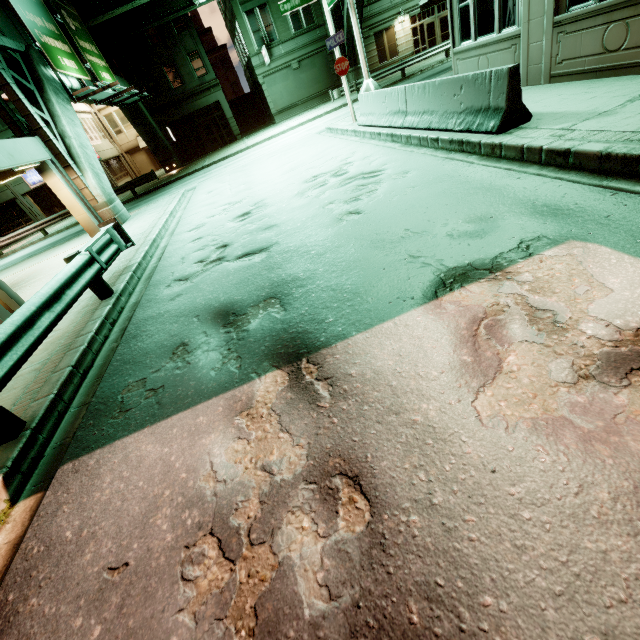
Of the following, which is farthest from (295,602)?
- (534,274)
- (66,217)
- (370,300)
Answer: (66,217)

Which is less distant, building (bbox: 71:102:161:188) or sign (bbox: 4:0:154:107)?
sign (bbox: 4:0:154:107)

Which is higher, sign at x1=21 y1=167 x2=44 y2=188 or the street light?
sign at x1=21 y1=167 x2=44 y2=188

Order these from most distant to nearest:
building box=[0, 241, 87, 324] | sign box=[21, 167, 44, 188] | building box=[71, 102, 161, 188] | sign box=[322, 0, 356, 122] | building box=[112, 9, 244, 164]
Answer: building box=[71, 102, 161, 188] < sign box=[21, 167, 44, 188] < building box=[112, 9, 244, 164] < sign box=[322, 0, 356, 122] < building box=[0, 241, 87, 324]

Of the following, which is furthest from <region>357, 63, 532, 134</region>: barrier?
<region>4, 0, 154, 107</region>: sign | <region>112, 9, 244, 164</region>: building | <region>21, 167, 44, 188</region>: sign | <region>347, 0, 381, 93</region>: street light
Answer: <region>21, 167, 44, 188</region>: sign

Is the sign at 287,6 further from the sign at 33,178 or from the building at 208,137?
the sign at 33,178

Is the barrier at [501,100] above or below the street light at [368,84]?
below

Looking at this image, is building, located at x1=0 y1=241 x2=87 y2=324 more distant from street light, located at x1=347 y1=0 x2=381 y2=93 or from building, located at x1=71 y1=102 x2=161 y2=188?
building, located at x1=71 y1=102 x2=161 y2=188
